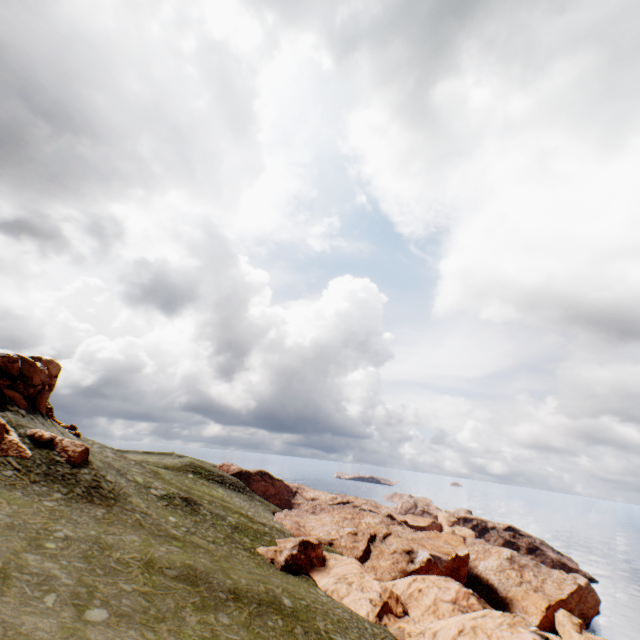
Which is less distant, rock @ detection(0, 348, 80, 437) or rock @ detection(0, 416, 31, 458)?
rock @ detection(0, 416, 31, 458)

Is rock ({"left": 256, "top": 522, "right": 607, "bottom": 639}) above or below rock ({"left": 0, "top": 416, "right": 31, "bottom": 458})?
below

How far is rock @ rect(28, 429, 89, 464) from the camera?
27.8m

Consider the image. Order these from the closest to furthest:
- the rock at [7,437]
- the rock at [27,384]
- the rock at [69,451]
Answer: the rock at [7,437] → the rock at [69,451] → the rock at [27,384]

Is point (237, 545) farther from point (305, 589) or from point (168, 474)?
point (168, 474)

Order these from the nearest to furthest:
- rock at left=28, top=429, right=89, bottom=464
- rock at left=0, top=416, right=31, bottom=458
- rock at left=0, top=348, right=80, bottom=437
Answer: rock at left=0, top=416, right=31, bottom=458
rock at left=28, top=429, right=89, bottom=464
rock at left=0, top=348, right=80, bottom=437

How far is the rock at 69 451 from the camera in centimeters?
2775cm
